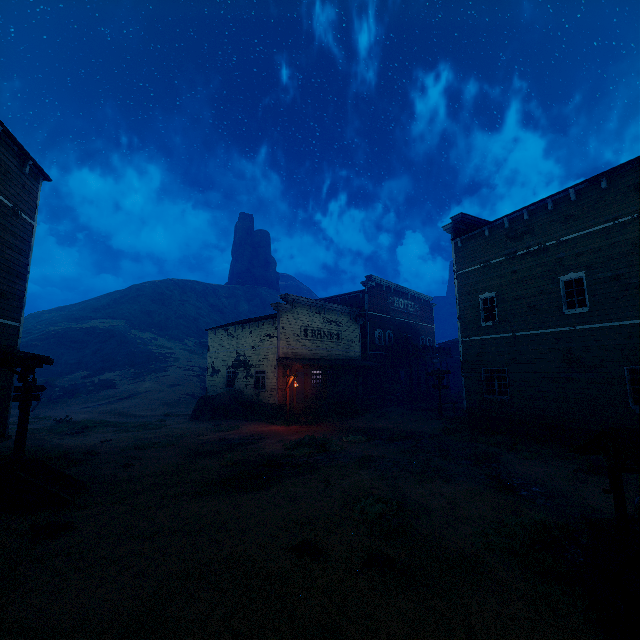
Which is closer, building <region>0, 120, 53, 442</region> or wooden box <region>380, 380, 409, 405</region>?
building <region>0, 120, 53, 442</region>

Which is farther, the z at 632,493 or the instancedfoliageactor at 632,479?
the instancedfoliageactor at 632,479

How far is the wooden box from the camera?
29.7m

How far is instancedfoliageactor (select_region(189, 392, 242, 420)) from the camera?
22.3 meters

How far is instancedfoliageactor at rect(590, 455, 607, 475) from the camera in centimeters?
1009cm

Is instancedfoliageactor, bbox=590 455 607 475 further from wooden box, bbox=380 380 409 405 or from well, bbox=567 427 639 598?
wooden box, bbox=380 380 409 405

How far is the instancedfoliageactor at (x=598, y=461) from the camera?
10.1m

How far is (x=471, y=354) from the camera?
18.06m
